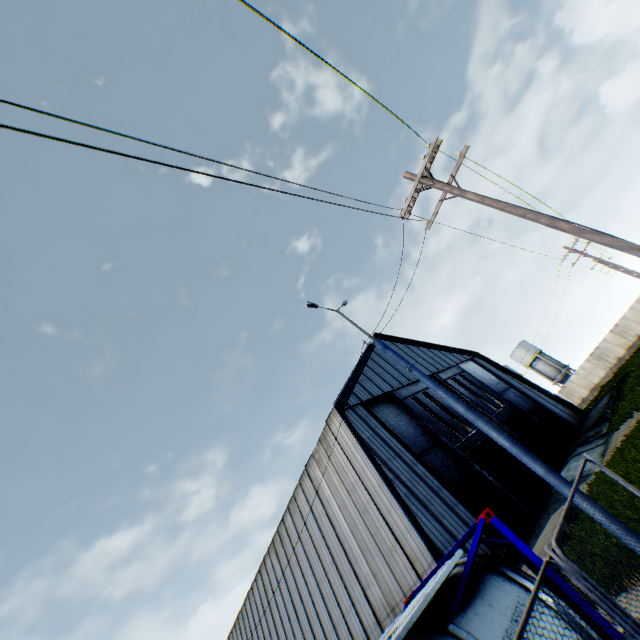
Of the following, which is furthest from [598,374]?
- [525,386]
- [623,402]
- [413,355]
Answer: [413,355]

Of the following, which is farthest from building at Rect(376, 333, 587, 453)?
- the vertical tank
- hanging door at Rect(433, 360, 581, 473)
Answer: the vertical tank

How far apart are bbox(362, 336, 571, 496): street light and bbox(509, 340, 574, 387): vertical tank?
56.2 meters

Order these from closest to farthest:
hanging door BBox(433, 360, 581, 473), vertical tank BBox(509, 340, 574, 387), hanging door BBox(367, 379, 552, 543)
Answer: hanging door BBox(367, 379, 552, 543), hanging door BBox(433, 360, 581, 473), vertical tank BBox(509, 340, 574, 387)

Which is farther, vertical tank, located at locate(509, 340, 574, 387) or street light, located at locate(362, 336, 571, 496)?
vertical tank, located at locate(509, 340, 574, 387)

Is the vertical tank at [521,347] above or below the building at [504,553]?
above

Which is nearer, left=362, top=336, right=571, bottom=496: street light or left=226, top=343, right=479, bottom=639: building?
left=362, top=336, right=571, bottom=496: street light

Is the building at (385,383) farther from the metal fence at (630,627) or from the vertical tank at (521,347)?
the vertical tank at (521,347)
